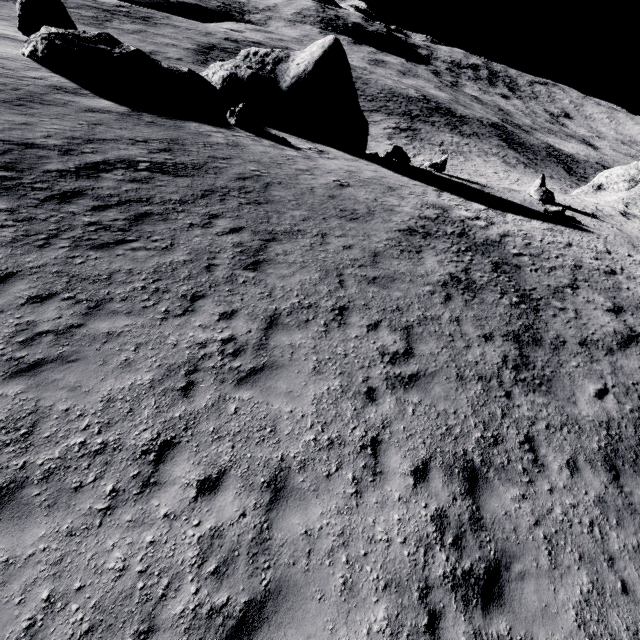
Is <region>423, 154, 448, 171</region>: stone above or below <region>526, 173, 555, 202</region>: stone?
below

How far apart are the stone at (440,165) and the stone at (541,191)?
7.3m

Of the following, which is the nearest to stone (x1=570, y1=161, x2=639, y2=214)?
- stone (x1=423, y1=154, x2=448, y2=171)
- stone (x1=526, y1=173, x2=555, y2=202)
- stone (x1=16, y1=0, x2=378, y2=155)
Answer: stone (x1=526, y1=173, x2=555, y2=202)

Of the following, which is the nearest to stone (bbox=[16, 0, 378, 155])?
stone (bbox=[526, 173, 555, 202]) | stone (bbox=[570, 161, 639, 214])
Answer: stone (bbox=[526, 173, 555, 202])

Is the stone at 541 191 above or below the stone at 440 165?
above

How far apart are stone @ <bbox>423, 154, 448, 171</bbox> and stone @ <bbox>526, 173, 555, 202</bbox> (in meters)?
7.29

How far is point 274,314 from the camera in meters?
8.8 m
